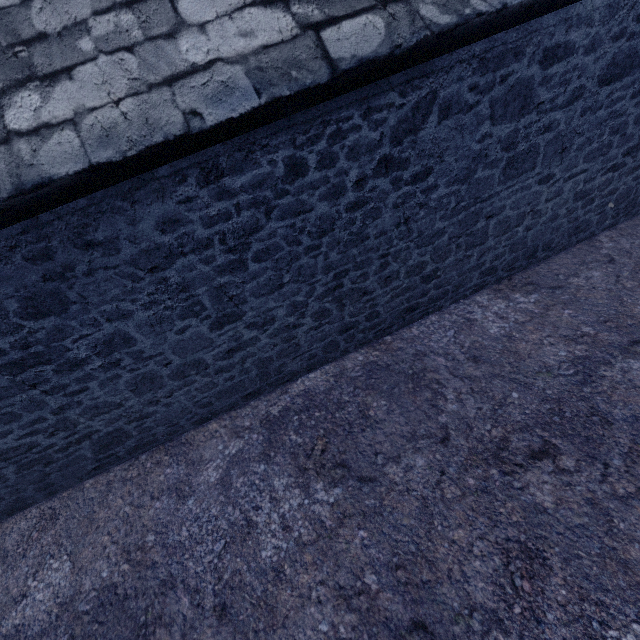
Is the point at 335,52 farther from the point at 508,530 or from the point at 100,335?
the point at 508,530
